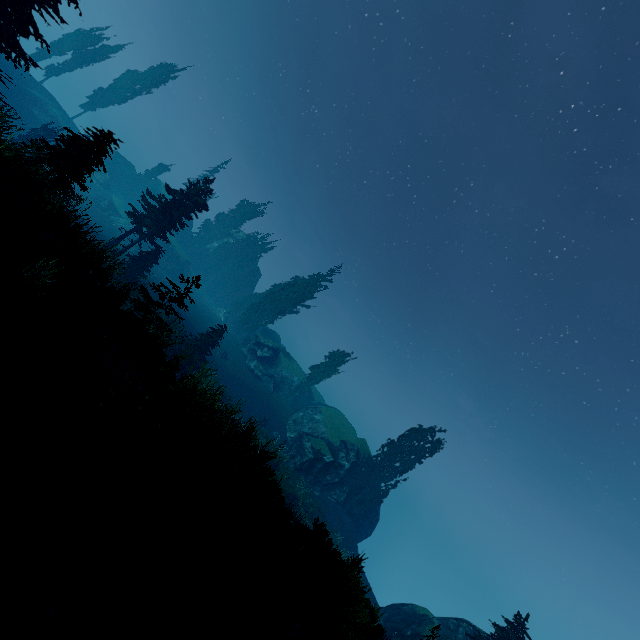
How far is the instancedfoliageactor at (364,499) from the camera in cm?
3306

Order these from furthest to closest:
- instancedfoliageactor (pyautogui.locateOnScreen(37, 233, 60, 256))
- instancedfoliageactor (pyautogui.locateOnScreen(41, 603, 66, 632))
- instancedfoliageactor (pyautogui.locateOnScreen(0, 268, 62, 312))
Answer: instancedfoliageactor (pyautogui.locateOnScreen(37, 233, 60, 256)) < instancedfoliageactor (pyautogui.locateOnScreen(0, 268, 62, 312)) < instancedfoliageactor (pyautogui.locateOnScreen(41, 603, 66, 632))

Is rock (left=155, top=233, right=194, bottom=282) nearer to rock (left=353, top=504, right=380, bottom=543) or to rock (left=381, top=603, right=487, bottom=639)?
rock (left=353, top=504, right=380, bottom=543)

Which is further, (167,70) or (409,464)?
(167,70)

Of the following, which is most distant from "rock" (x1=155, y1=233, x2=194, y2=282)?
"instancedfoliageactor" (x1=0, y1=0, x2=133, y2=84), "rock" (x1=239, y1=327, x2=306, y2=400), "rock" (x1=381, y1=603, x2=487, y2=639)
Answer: "rock" (x1=381, y1=603, x2=487, y2=639)

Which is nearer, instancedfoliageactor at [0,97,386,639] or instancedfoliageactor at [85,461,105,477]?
instancedfoliageactor at [85,461,105,477]

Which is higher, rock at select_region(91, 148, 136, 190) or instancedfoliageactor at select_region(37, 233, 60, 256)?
rock at select_region(91, 148, 136, 190)

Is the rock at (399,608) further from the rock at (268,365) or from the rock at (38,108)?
the rock at (38,108)
